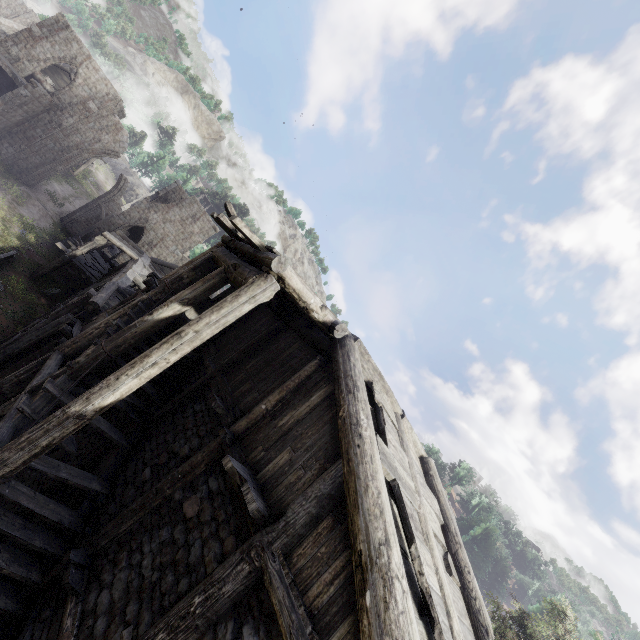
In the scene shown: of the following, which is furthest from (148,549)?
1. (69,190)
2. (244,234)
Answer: (69,190)

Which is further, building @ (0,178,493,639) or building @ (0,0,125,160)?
building @ (0,0,125,160)

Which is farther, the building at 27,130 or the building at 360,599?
the building at 27,130
